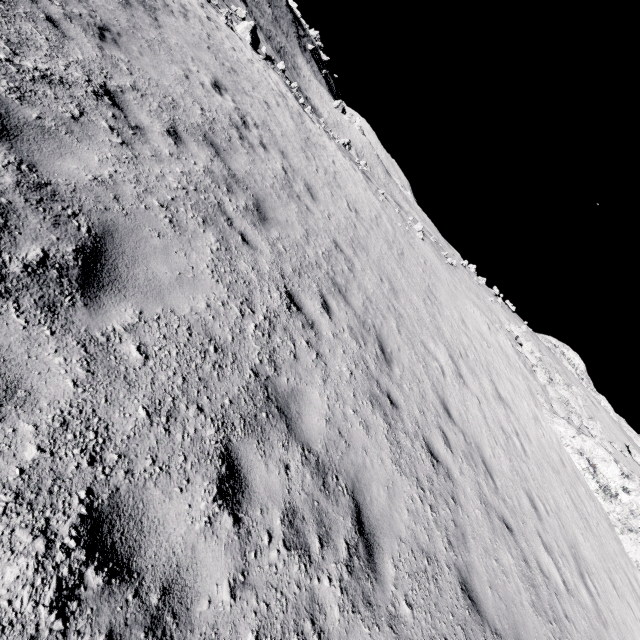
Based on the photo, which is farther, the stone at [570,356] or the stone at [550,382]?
the stone at [570,356]

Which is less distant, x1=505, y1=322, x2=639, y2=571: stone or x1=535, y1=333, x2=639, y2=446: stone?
x1=505, y1=322, x2=639, y2=571: stone

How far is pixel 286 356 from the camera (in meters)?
4.62

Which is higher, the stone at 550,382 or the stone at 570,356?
the stone at 570,356

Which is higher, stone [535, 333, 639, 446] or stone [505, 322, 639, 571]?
stone [535, 333, 639, 446]
